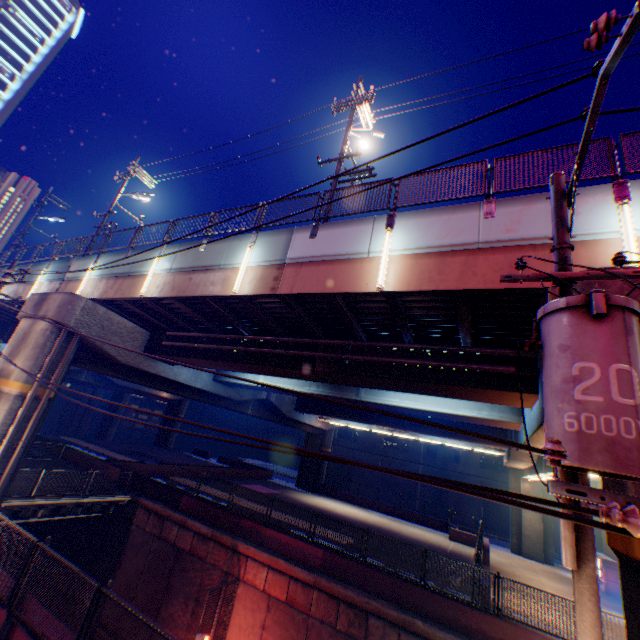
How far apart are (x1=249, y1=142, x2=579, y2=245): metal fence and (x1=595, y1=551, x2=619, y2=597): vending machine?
27.6 meters

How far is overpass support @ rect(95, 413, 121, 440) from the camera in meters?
55.5

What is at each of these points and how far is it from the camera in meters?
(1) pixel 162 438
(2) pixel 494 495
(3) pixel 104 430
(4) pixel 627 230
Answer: (1) overpass support, 49.2 m
(2) power line, 2.0 m
(3) overpass support, 55.8 m
(4) street lamp, 6.4 m

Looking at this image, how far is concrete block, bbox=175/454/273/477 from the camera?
30.4 meters

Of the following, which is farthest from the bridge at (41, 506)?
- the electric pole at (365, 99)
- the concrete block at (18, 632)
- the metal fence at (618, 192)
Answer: the electric pole at (365, 99)

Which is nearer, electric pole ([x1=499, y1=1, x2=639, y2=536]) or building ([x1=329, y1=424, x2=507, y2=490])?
electric pole ([x1=499, y1=1, x2=639, y2=536])

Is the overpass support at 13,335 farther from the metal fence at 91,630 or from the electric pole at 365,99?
the electric pole at 365,99

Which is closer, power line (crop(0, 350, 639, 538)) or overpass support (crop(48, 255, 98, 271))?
power line (crop(0, 350, 639, 538))
